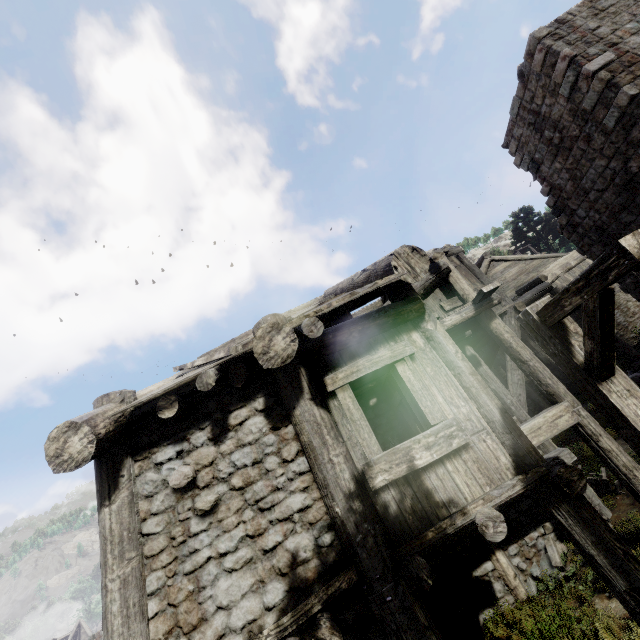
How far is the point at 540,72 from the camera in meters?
10.1

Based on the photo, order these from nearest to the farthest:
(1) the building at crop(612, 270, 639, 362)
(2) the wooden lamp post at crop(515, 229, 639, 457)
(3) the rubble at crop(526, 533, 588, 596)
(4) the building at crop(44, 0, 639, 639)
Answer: (2) the wooden lamp post at crop(515, 229, 639, 457)
(4) the building at crop(44, 0, 639, 639)
(3) the rubble at crop(526, 533, 588, 596)
(1) the building at crop(612, 270, 639, 362)

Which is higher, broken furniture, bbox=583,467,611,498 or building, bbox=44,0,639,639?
building, bbox=44,0,639,639

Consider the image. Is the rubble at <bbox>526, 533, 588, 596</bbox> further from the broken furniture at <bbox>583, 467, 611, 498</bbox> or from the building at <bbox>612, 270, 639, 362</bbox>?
the broken furniture at <bbox>583, 467, 611, 498</bbox>

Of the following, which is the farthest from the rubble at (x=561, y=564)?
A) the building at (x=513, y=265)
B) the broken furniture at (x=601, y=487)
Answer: the broken furniture at (x=601, y=487)

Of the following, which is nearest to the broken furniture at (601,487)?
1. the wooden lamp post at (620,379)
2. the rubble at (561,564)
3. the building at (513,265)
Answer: the building at (513,265)

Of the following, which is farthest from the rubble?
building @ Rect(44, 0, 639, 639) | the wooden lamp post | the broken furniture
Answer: the wooden lamp post

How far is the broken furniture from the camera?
7.94m
